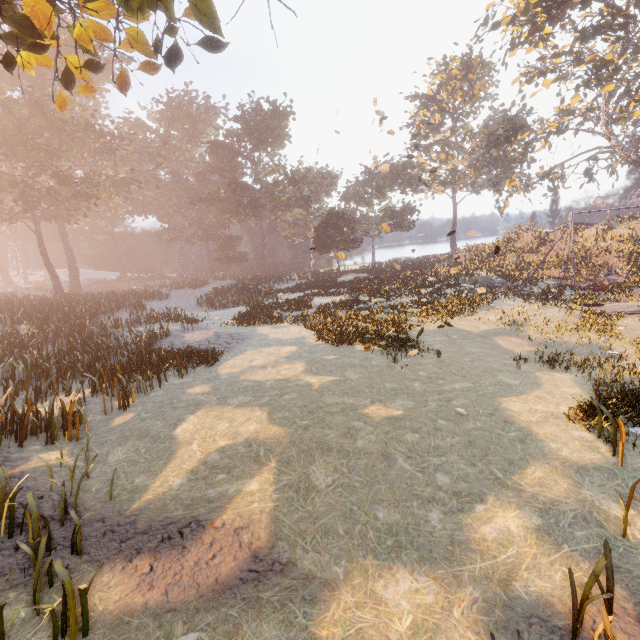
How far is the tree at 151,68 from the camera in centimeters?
731cm

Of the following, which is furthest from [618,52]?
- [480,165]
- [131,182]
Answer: [131,182]

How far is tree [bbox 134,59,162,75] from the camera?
7.31m

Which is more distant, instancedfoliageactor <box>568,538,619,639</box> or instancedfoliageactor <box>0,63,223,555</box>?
instancedfoliageactor <box>0,63,223,555</box>

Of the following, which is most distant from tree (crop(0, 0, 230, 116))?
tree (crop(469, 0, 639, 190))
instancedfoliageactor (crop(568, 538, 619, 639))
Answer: tree (crop(469, 0, 639, 190))

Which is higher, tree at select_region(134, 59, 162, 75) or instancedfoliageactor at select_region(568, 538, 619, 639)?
tree at select_region(134, 59, 162, 75)

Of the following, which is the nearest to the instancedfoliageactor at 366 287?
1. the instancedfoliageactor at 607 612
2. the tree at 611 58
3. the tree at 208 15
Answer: the tree at 208 15

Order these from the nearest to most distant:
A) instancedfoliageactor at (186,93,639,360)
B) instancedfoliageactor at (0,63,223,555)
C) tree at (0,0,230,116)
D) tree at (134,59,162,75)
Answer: tree at (0,0,230,116)
tree at (134,59,162,75)
instancedfoliageactor at (0,63,223,555)
instancedfoliageactor at (186,93,639,360)
